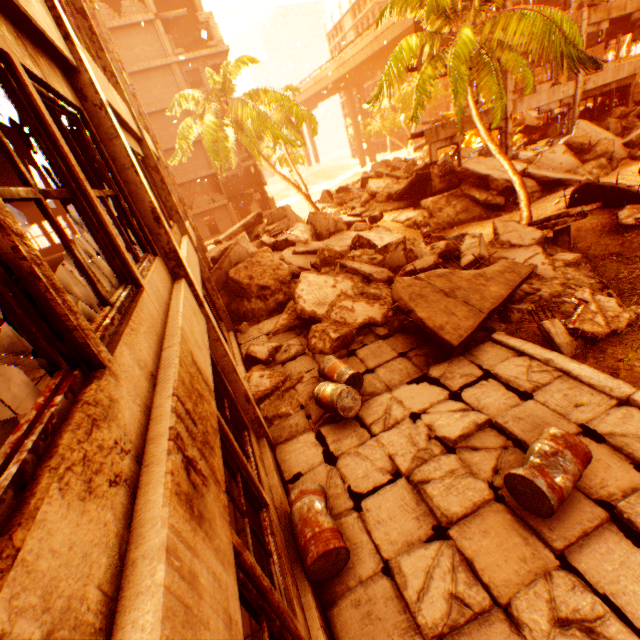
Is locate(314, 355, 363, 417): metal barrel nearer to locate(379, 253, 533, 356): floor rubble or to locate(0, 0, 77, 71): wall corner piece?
locate(379, 253, 533, 356): floor rubble

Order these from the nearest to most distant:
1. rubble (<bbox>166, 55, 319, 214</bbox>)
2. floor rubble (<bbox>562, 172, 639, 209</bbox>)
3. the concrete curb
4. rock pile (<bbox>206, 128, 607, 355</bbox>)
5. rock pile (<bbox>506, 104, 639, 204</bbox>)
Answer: the concrete curb
rock pile (<bbox>206, 128, 607, 355</bbox>)
floor rubble (<bbox>562, 172, 639, 209</bbox>)
rock pile (<bbox>506, 104, 639, 204</bbox>)
rubble (<bbox>166, 55, 319, 214</bbox>)

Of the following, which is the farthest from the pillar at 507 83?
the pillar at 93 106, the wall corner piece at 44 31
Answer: the wall corner piece at 44 31

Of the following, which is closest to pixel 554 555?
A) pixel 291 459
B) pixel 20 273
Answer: pixel 291 459

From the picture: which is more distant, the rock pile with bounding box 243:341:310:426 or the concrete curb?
the rock pile with bounding box 243:341:310:426

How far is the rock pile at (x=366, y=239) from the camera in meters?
8.5

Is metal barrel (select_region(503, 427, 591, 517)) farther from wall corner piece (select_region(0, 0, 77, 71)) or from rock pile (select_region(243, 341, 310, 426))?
wall corner piece (select_region(0, 0, 77, 71))

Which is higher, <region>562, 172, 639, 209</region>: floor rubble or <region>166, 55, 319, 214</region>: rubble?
<region>166, 55, 319, 214</region>: rubble
